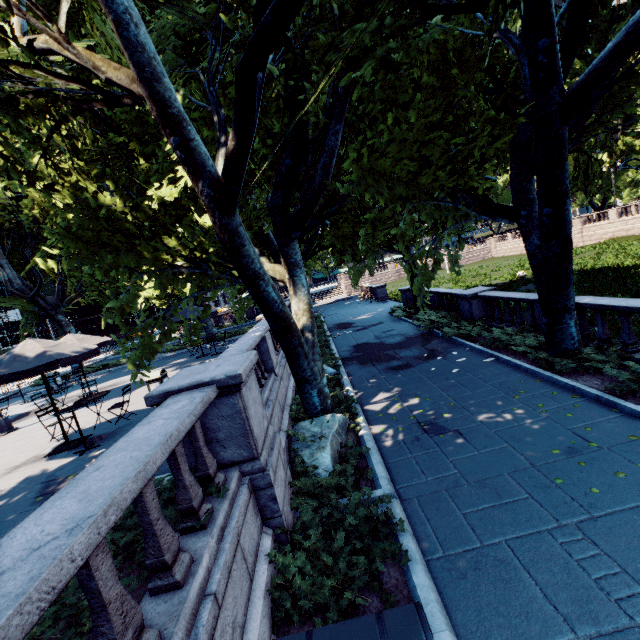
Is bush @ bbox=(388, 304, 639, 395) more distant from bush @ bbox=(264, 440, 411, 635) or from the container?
the container

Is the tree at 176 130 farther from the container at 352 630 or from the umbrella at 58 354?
the container at 352 630

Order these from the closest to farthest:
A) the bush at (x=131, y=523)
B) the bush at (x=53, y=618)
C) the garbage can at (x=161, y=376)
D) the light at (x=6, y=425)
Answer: the bush at (x=53, y=618)
the bush at (x=131, y=523)
the garbage can at (x=161, y=376)
the light at (x=6, y=425)

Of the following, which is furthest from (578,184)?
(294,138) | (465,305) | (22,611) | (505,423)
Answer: (22,611)

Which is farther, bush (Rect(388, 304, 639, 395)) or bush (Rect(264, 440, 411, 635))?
bush (Rect(388, 304, 639, 395))

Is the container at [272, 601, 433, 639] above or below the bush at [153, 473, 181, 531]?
below

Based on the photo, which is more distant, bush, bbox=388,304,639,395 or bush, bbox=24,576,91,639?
bush, bbox=388,304,639,395

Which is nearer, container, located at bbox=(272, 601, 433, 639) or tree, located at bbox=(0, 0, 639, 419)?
container, located at bbox=(272, 601, 433, 639)
